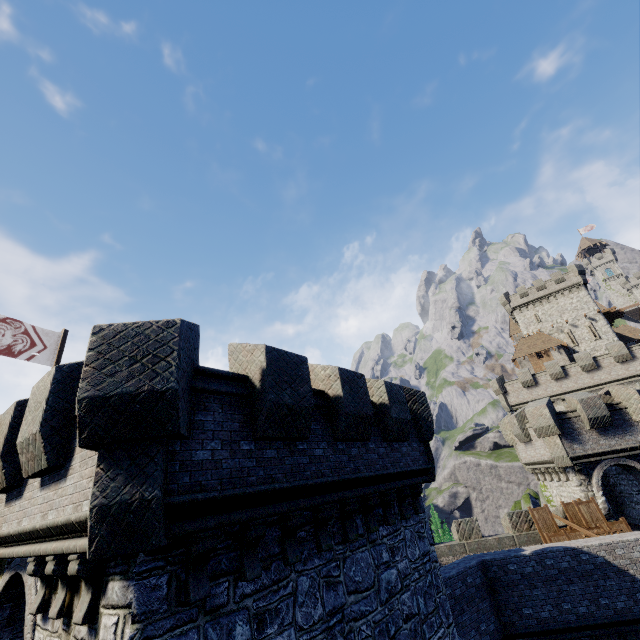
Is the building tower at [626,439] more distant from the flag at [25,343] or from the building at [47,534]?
the flag at [25,343]

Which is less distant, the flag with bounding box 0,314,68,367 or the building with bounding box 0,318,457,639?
the building with bounding box 0,318,457,639

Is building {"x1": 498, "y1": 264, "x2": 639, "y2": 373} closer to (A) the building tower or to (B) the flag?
(A) the building tower

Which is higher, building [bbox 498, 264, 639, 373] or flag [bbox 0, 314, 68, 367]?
building [bbox 498, 264, 639, 373]

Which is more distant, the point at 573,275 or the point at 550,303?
the point at 550,303

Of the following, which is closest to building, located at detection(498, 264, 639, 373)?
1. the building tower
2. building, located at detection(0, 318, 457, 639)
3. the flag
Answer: the building tower

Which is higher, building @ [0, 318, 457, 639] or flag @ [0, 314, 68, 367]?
flag @ [0, 314, 68, 367]

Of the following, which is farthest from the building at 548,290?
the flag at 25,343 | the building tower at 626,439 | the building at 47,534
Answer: the flag at 25,343
